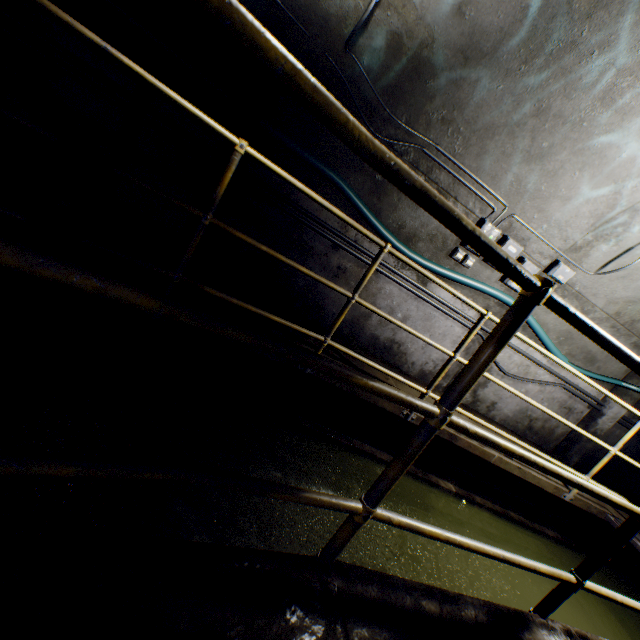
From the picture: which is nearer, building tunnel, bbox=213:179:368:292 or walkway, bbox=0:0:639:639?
walkway, bbox=0:0:639:639

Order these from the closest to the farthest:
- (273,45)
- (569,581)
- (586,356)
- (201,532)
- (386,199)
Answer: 1. (273,45)
2. (569,581)
3. (201,532)
4. (386,199)
5. (586,356)

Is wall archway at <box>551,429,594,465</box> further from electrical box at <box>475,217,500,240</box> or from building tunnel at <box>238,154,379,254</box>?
electrical box at <box>475,217,500,240</box>

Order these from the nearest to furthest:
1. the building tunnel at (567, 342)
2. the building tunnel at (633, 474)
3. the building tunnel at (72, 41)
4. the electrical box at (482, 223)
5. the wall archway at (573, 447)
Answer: the building tunnel at (72, 41) < the electrical box at (482, 223) < the building tunnel at (567, 342) < the wall archway at (573, 447) < the building tunnel at (633, 474)

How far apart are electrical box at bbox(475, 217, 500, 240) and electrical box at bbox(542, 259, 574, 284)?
0.9 meters

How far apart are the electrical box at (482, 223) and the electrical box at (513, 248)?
0.1m

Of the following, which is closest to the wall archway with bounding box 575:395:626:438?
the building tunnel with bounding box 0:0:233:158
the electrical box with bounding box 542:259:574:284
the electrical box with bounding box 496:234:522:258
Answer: the building tunnel with bounding box 0:0:233:158

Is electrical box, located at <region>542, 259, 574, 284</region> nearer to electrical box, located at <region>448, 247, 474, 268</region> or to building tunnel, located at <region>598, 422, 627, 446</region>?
building tunnel, located at <region>598, 422, 627, 446</region>
